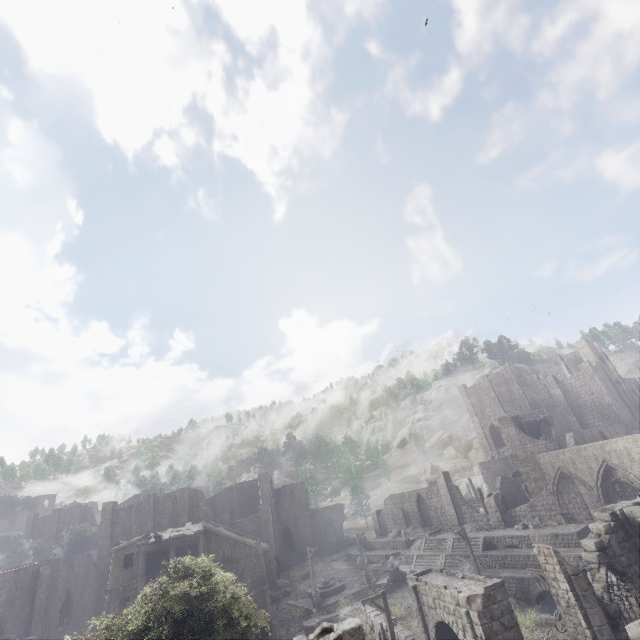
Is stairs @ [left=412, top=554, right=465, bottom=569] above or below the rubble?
above

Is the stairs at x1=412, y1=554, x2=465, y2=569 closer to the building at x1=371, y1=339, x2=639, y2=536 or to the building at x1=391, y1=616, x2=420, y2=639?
the building at x1=371, y1=339, x2=639, y2=536

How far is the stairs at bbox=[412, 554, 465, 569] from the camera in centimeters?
3130cm

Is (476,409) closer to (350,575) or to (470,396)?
(470,396)

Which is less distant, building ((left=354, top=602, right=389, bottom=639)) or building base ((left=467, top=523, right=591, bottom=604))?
building ((left=354, top=602, right=389, bottom=639))

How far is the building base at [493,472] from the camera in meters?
47.8 m

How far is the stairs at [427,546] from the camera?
32.91m

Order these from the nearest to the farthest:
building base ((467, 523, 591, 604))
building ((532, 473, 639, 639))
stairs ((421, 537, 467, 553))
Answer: building ((532, 473, 639, 639)), building base ((467, 523, 591, 604)), stairs ((421, 537, 467, 553))
